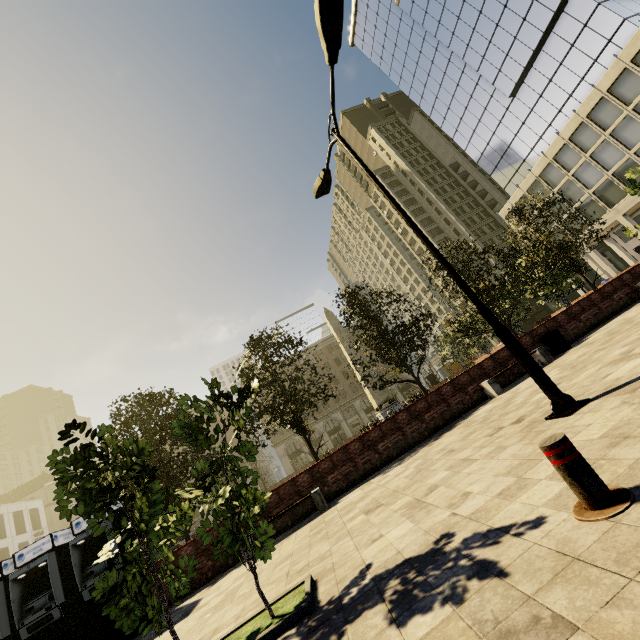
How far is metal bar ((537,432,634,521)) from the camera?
2.4 meters

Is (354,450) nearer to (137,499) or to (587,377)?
(587,377)

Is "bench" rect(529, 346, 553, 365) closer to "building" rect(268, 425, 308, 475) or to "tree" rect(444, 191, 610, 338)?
"tree" rect(444, 191, 610, 338)

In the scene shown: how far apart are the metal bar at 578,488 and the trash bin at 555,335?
11.2m

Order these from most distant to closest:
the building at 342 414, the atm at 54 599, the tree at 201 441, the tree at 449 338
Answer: the building at 342 414 < the tree at 449 338 < the atm at 54 599 < the tree at 201 441

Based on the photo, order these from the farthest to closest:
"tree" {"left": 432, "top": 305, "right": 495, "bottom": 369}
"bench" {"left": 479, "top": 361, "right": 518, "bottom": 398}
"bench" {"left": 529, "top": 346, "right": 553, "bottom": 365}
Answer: "tree" {"left": 432, "top": 305, "right": 495, "bottom": 369} → "bench" {"left": 529, "top": 346, "right": 553, "bottom": 365} → "bench" {"left": 479, "top": 361, "right": 518, "bottom": 398}

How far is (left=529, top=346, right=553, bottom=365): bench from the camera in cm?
1155

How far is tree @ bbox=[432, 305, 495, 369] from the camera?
18.0m
